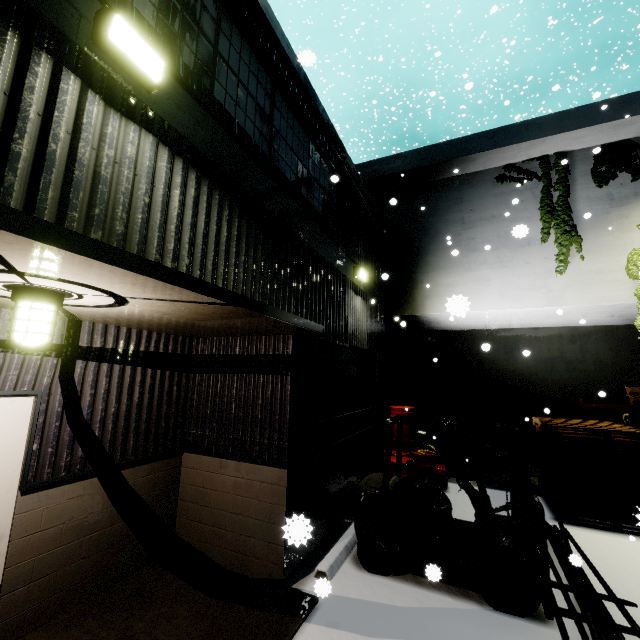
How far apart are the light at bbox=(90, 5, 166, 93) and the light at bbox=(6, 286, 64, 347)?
1.8m

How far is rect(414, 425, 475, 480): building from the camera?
10.1m

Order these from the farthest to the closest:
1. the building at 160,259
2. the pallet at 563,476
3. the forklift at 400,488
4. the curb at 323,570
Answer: the pallet at 563,476 < the curb at 323,570 < the forklift at 400,488 < the building at 160,259

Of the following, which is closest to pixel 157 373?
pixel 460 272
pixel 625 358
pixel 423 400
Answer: pixel 460 272

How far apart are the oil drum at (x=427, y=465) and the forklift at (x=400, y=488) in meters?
1.9 m

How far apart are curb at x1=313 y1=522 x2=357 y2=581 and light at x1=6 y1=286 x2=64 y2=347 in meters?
4.5 m

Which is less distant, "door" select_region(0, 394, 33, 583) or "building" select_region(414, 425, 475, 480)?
"door" select_region(0, 394, 33, 583)

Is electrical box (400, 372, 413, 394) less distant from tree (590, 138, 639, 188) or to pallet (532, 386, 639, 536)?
pallet (532, 386, 639, 536)
